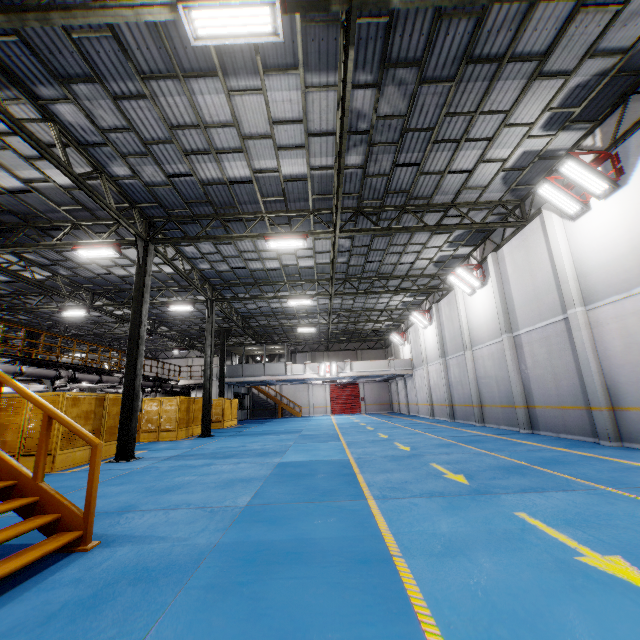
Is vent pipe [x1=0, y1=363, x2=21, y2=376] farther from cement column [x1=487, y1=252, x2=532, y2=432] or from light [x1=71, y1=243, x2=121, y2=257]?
cement column [x1=487, y1=252, x2=532, y2=432]

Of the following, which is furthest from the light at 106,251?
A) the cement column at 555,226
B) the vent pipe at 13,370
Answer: the cement column at 555,226

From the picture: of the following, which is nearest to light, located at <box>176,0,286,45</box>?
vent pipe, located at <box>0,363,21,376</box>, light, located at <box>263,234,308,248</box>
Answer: light, located at <box>263,234,308,248</box>

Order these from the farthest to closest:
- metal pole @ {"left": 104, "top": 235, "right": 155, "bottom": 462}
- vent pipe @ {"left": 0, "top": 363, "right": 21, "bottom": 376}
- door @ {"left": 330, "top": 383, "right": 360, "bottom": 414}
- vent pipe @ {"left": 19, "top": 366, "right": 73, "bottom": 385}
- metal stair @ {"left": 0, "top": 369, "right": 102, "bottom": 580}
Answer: door @ {"left": 330, "top": 383, "right": 360, "bottom": 414} → vent pipe @ {"left": 19, "top": 366, "right": 73, "bottom": 385} → vent pipe @ {"left": 0, "top": 363, "right": 21, "bottom": 376} → metal pole @ {"left": 104, "top": 235, "right": 155, "bottom": 462} → metal stair @ {"left": 0, "top": 369, "right": 102, "bottom": 580}

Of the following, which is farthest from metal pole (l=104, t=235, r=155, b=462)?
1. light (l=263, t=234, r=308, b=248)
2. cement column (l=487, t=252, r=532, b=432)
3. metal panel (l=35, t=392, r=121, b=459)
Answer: cement column (l=487, t=252, r=532, b=432)

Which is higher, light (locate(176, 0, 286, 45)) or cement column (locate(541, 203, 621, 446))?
light (locate(176, 0, 286, 45))

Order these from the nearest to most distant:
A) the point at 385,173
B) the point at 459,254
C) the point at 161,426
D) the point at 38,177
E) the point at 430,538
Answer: the point at 430,538, the point at 38,177, the point at 385,173, the point at 161,426, the point at 459,254

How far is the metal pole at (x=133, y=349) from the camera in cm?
1075
